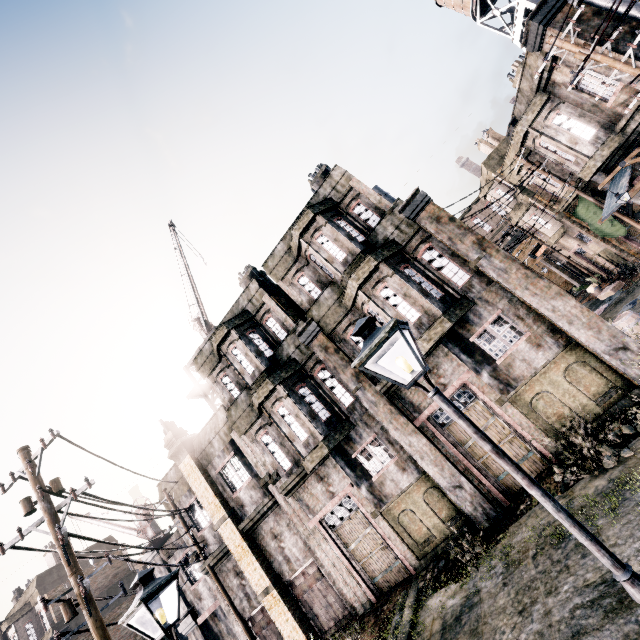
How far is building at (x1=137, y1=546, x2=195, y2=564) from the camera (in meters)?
18.73

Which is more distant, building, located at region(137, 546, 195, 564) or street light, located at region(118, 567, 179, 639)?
building, located at region(137, 546, 195, 564)

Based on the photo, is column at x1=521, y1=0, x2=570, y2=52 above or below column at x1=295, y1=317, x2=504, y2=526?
above

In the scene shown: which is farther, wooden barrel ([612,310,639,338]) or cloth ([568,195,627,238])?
cloth ([568,195,627,238])

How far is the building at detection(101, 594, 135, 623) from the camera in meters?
24.1 m

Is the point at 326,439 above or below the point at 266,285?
below

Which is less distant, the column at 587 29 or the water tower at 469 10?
the column at 587 29

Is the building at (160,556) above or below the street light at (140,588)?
above
